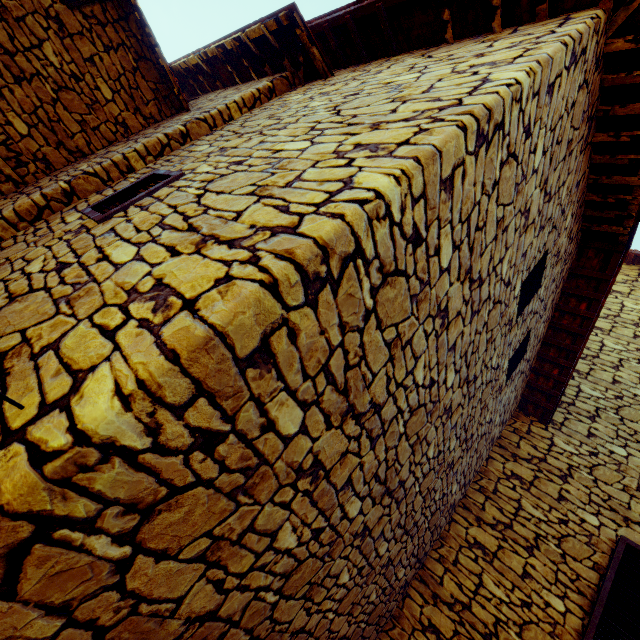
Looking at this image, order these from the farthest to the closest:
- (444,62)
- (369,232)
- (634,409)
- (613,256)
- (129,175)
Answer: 1. (634,409)
2. (613,256)
3. (129,175)
4. (444,62)
5. (369,232)

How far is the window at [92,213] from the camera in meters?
2.2

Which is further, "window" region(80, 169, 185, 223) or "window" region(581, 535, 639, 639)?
"window" region(581, 535, 639, 639)

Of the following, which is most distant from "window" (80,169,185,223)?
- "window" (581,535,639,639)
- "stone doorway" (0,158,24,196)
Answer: "window" (581,535,639,639)

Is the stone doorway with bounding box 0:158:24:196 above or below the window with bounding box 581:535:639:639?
below

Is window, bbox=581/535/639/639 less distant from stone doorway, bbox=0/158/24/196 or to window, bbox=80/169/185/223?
window, bbox=80/169/185/223

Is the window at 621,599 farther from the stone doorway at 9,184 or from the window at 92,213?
the stone doorway at 9,184

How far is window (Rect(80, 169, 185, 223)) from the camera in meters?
2.2
